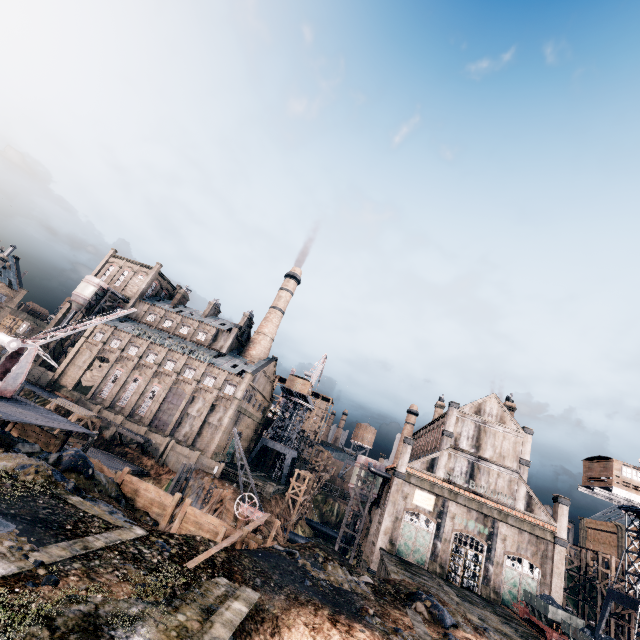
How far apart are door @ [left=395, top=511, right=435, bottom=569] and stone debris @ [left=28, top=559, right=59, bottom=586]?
39.1m

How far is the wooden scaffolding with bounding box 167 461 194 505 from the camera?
40.0m

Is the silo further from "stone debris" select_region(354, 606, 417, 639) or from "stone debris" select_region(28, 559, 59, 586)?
"stone debris" select_region(28, 559, 59, 586)

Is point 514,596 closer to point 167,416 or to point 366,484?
point 366,484

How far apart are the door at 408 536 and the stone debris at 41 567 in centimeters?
3914cm

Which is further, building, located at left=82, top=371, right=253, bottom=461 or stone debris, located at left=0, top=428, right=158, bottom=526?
building, located at left=82, top=371, right=253, bottom=461

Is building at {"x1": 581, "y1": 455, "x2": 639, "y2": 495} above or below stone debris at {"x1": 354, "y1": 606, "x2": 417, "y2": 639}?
above

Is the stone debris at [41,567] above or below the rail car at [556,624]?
below
